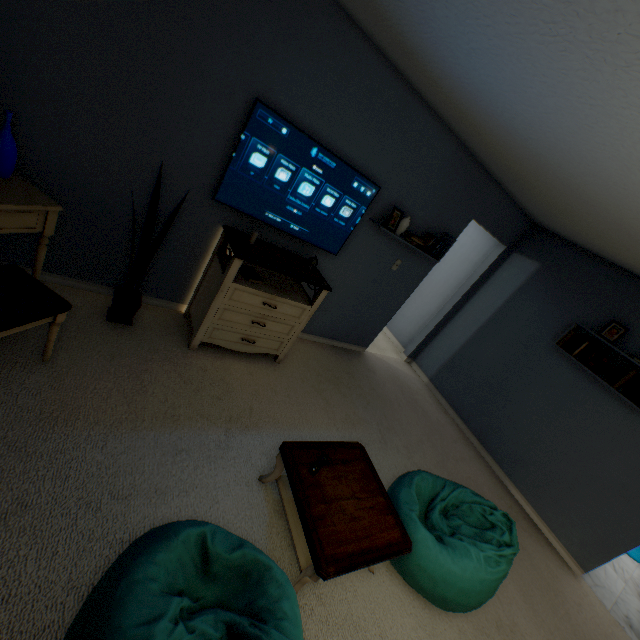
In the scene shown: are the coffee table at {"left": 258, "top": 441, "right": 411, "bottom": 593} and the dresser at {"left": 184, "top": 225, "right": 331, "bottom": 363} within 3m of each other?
yes

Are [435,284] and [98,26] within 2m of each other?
no

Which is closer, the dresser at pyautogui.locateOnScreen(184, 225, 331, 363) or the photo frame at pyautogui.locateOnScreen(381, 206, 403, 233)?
the dresser at pyautogui.locateOnScreen(184, 225, 331, 363)

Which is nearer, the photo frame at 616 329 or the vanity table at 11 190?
the vanity table at 11 190

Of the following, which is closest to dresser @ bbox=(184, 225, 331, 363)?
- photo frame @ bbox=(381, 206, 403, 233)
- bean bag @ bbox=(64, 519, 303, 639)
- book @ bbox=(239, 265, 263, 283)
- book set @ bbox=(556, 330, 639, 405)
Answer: book @ bbox=(239, 265, 263, 283)

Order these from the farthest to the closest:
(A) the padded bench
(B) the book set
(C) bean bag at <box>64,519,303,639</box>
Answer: (B) the book set < (A) the padded bench < (C) bean bag at <box>64,519,303,639</box>

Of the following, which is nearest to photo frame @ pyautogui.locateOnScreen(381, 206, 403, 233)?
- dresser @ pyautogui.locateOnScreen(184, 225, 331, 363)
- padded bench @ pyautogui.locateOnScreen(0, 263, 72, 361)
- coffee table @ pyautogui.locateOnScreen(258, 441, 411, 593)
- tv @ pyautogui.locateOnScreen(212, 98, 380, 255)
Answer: tv @ pyautogui.locateOnScreen(212, 98, 380, 255)

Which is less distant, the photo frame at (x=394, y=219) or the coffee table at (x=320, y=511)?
the coffee table at (x=320, y=511)
